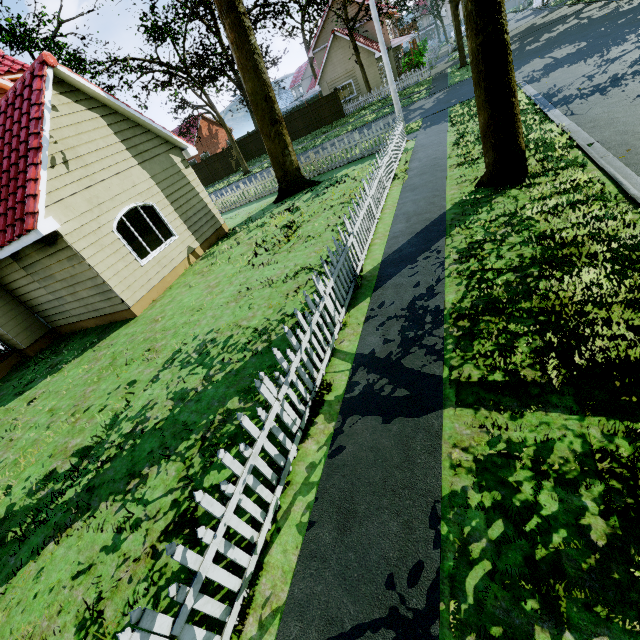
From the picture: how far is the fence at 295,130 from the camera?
31.6 meters

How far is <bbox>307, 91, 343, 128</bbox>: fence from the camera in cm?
3016

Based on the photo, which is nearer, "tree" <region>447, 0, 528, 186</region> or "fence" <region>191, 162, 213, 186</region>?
"tree" <region>447, 0, 528, 186</region>

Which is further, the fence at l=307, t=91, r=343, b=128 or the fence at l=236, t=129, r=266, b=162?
the fence at l=236, t=129, r=266, b=162

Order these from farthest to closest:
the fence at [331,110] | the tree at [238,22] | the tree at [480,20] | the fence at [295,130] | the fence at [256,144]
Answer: the fence at [256,144], the fence at [295,130], the fence at [331,110], the tree at [238,22], the tree at [480,20]

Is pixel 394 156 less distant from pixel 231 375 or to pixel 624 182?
pixel 624 182

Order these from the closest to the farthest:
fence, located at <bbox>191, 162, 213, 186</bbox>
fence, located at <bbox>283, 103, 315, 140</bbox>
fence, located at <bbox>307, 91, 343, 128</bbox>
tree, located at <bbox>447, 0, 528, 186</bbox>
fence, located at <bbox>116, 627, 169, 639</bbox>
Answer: fence, located at <bbox>116, 627, 169, 639</bbox>, tree, located at <bbox>447, 0, 528, 186</bbox>, fence, located at <bbox>307, 91, 343, 128</bbox>, fence, located at <bbox>283, 103, 315, 140</bbox>, fence, located at <bbox>191, 162, 213, 186</bbox>
